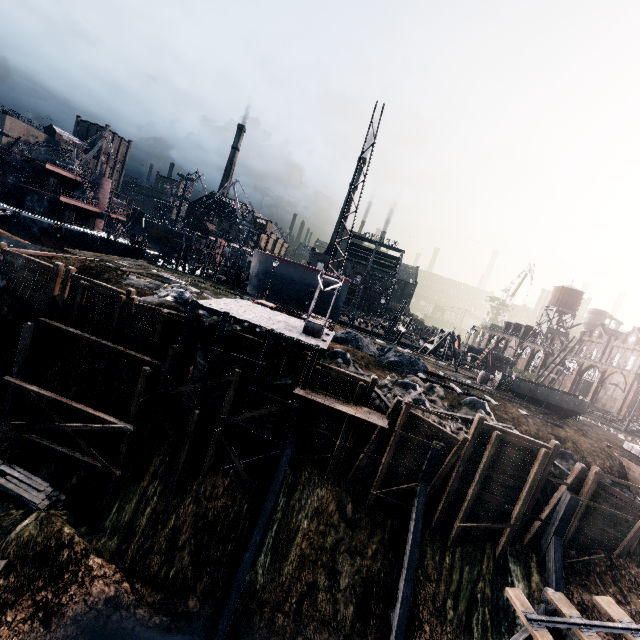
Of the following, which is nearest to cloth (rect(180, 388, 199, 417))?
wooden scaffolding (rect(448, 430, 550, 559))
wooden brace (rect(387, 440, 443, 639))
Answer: wooden brace (rect(387, 440, 443, 639))

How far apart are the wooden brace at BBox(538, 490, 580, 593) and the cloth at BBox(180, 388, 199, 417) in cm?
2316

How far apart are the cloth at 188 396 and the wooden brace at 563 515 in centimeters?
2316cm

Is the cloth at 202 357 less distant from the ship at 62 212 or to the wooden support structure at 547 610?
the wooden support structure at 547 610

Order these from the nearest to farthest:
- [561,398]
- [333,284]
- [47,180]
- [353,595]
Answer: [353,595] < [333,284] < [561,398] < [47,180]

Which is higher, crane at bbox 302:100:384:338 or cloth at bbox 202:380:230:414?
crane at bbox 302:100:384:338

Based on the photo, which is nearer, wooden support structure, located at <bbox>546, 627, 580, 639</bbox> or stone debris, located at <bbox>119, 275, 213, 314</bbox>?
wooden support structure, located at <bbox>546, 627, 580, 639</bbox>

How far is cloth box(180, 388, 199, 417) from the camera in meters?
20.6 m
